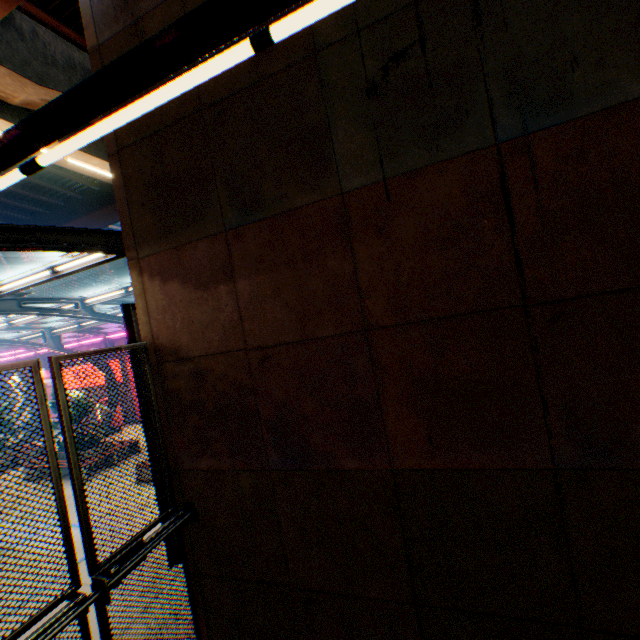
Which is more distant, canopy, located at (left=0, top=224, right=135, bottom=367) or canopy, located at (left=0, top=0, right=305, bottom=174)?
canopy, located at (left=0, top=224, right=135, bottom=367)

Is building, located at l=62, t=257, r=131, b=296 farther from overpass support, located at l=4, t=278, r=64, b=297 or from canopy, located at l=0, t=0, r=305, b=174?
canopy, located at l=0, t=0, r=305, b=174

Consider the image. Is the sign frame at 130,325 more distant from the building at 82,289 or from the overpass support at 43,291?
the building at 82,289

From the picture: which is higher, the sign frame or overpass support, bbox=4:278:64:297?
overpass support, bbox=4:278:64:297

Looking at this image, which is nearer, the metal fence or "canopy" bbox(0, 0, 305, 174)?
"canopy" bbox(0, 0, 305, 174)

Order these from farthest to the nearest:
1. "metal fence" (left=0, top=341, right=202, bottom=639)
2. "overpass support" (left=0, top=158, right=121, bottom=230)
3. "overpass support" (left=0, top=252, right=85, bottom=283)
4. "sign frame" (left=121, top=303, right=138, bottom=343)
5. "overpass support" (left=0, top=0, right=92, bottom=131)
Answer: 1. "overpass support" (left=0, top=252, right=85, bottom=283)
2. "overpass support" (left=0, top=158, right=121, bottom=230)
3. "overpass support" (left=0, top=0, right=92, bottom=131)
4. "sign frame" (left=121, top=303, right=138, bottom=343)
5. "metal fence" (left=0, top=341, right=202, bottom=639)

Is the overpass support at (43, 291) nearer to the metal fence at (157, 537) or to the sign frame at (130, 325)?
the metal fence at (157, 537)

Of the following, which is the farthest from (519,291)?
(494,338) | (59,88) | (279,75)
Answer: (59,88)
